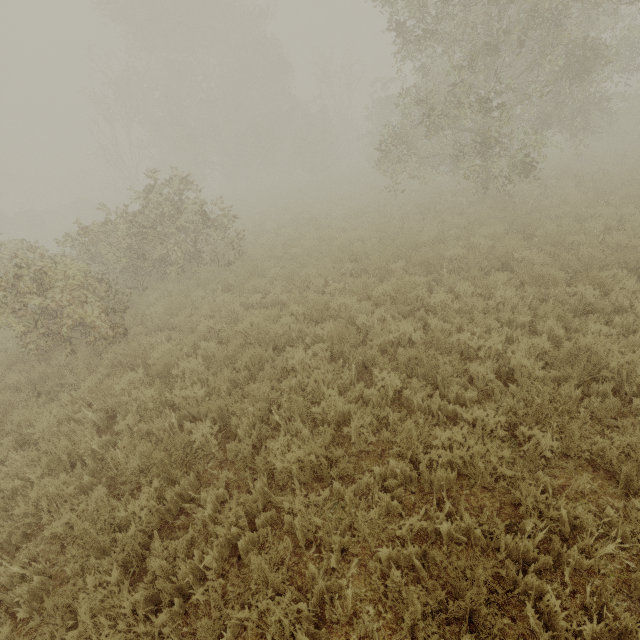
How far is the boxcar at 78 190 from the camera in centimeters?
5809cm

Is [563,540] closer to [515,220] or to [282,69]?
[515,220]

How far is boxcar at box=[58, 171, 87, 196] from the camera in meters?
58.1 m
